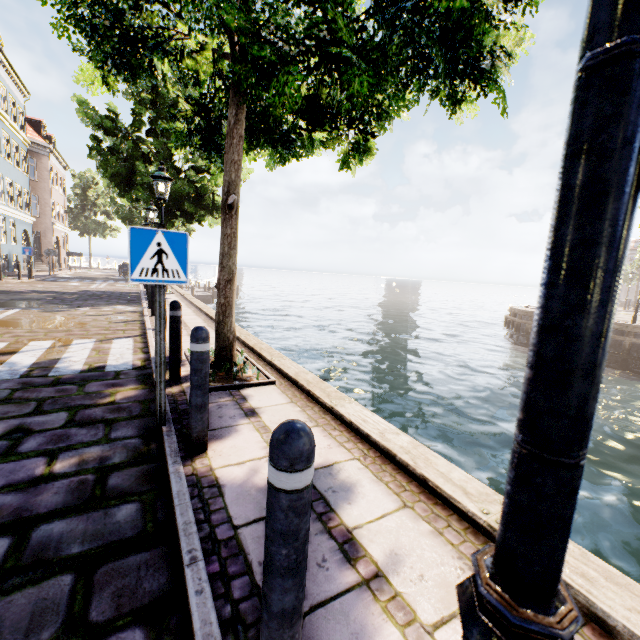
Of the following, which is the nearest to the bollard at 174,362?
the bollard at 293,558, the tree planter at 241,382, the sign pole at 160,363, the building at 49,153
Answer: the tree planter at 241,382

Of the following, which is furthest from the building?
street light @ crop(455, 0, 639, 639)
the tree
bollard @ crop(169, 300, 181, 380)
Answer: bollard @ crop(169, 300, 181, 380)

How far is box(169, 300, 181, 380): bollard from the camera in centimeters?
439cm

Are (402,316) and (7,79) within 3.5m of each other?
no

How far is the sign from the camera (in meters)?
2.83

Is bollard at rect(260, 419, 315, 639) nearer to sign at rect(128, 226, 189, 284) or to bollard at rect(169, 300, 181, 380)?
sign at rect(128, 226, 189, 284)

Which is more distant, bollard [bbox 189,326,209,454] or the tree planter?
the tree planter

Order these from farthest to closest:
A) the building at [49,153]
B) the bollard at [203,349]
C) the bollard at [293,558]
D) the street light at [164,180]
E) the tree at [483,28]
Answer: the building at [49,153] → the street light at [164,180] → the tree at [483,28] → the bollard at [203,349] → the bollard at [293,558]
